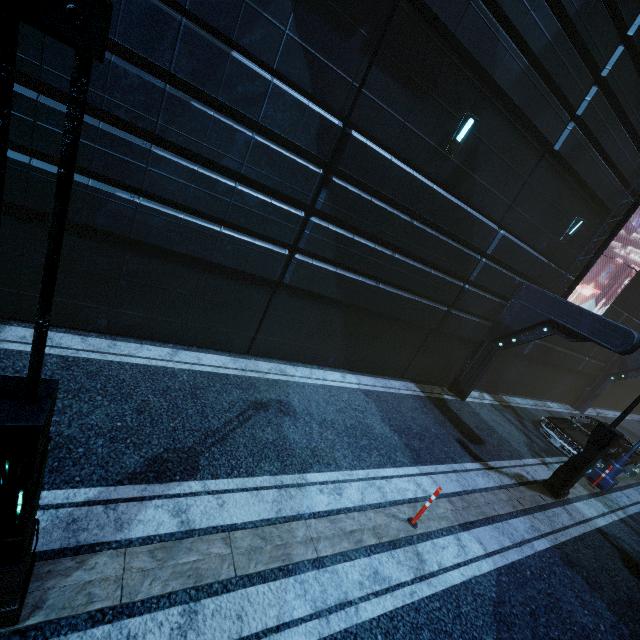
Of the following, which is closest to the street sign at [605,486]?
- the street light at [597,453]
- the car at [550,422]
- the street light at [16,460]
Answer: the car at [550,422]

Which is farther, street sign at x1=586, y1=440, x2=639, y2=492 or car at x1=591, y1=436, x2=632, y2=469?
car at x1=591, y1=436, x2=632, y2=469

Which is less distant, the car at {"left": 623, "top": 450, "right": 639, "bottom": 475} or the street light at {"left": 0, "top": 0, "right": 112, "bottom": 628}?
the street light at {"left": 0, "top": 0, "right": 112, "bottom": 628}

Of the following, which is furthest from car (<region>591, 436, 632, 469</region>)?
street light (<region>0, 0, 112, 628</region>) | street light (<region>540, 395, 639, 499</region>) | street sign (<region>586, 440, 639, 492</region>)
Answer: street light (<region>0, 0, 112, 628</region>)

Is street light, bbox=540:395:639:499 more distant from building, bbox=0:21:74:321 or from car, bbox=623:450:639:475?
car, bbox=623:450:639:475

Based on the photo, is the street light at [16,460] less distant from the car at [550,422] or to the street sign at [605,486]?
the car at [550,422]

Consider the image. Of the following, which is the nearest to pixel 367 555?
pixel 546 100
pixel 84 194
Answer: pixel 84 194

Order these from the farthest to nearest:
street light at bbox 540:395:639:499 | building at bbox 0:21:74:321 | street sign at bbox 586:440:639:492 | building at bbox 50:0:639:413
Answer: street sign at bbox 586:440:639:492, street light at bbox 540:395:639:499, building at bbox 50:0:639:413, building at bbox 0:21:74:321
